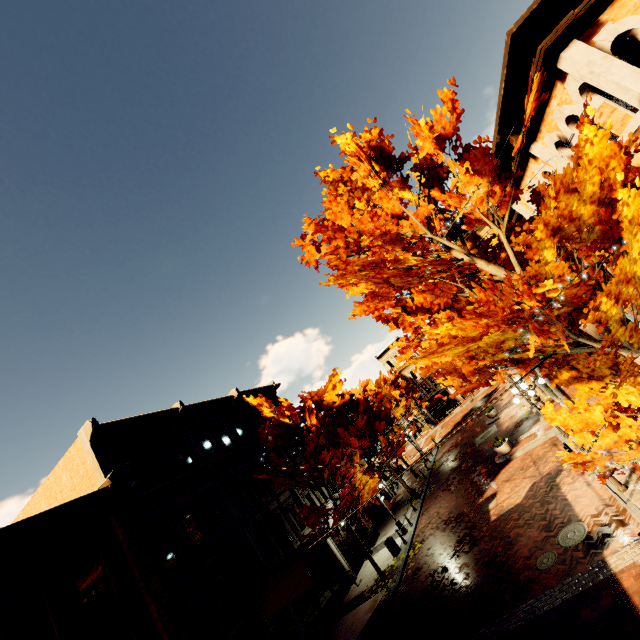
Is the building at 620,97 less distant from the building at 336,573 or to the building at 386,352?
the building at 386,352

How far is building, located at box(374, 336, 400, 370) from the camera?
54.81m

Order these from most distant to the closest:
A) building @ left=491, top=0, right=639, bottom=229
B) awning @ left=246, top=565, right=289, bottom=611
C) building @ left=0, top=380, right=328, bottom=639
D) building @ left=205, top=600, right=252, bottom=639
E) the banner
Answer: the banner, awning @ left=246, top=565, right=289, bottom=611, building @ left=205, top=600, right=252, bottom=639, building @ left=0, top=380, right=328, bottom=639, building @ left=491, top=0, right=639, bottom=229

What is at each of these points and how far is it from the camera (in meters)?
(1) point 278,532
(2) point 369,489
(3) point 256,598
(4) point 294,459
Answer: (1) banner, 17.70
(2) tree, 17.83
(3) awning, 14.30
(4) building, 23.77

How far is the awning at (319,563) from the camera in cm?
1320

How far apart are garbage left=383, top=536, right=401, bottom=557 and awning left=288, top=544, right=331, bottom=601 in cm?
485

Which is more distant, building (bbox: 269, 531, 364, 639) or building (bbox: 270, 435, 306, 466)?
building (bbox: 270, 435, 306, 466)
